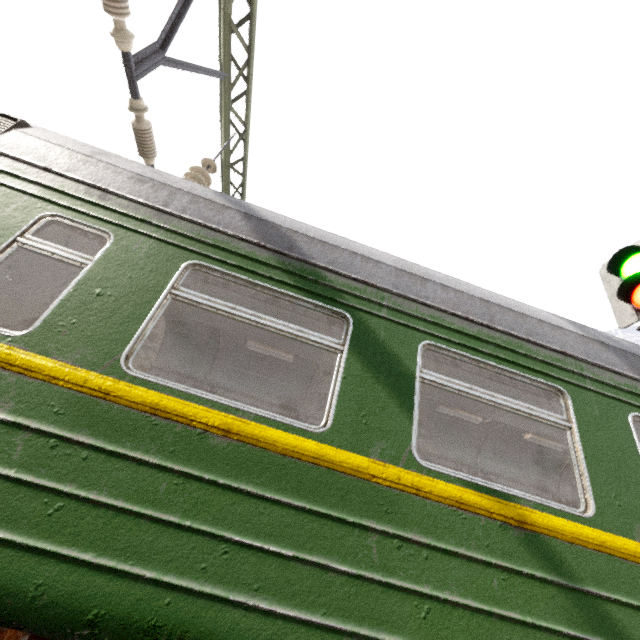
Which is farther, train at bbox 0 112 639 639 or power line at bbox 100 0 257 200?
power line at bbox 100 0 257 200

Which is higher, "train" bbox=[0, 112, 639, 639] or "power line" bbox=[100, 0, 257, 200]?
"power line" bbox=[100, 0, 257, 200]

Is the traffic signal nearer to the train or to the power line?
the train

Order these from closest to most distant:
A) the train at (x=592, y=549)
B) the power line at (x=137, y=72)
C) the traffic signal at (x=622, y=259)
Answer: the train at (x=592, y=549), the power line at (x=137, y=72), the traffic signal at (x=622, y=259)

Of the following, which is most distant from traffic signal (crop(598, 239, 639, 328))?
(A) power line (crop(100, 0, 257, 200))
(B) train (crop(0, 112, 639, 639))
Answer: (A) power line (crop(100, 0, 257, 200))

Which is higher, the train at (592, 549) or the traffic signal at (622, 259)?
the traffic signal at (622, 259)

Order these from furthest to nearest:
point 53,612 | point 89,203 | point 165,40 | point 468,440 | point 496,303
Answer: point 468,440, point 165,40, point 496,303, point 89,203, point 53,612
